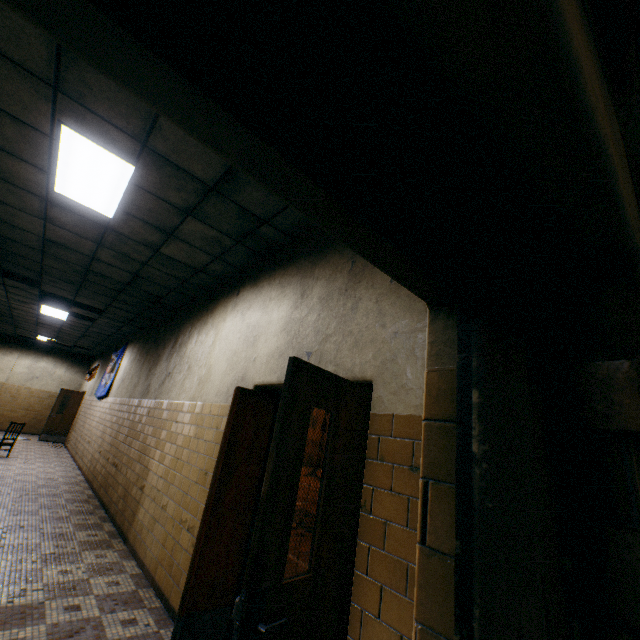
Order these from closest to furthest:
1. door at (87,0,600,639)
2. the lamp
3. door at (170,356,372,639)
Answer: door at (87,0,600,639) < door at (170,356,372,639) < the lamp

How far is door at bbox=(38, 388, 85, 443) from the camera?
12.98m

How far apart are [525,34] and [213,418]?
4.1 meters

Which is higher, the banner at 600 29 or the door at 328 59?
the banner at 600 29

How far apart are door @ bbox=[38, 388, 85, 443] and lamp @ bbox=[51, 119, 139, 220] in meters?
13.1 m

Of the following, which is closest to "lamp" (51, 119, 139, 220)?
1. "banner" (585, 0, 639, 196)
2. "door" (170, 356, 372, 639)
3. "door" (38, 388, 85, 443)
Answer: "door" (170, 356, 372, 639)

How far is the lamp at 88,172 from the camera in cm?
303

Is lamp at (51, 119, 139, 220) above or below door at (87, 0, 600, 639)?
above
